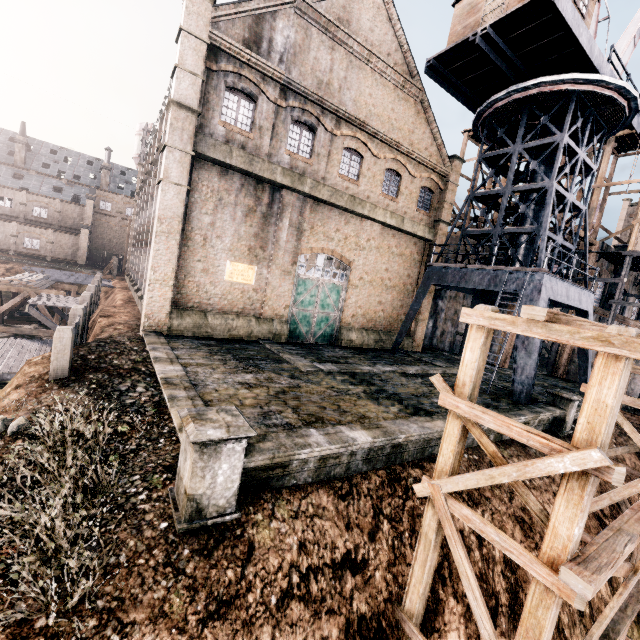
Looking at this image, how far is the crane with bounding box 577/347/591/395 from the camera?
20.4 meters

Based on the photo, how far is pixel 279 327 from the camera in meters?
19.8

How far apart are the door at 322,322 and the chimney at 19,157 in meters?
67.1

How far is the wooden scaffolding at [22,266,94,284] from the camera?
35.0m

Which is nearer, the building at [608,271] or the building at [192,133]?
the building at [192,133]

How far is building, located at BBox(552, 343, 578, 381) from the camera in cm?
2709

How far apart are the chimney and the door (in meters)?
67.10

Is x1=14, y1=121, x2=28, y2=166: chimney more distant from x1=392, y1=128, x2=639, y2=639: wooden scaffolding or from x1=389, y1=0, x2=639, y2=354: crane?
x1=392, y1=128, x2=639, y2=639: wooden scaffolding
